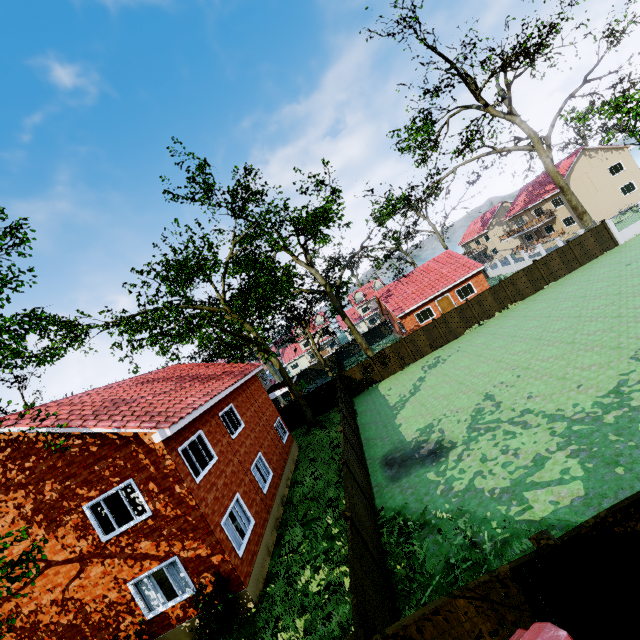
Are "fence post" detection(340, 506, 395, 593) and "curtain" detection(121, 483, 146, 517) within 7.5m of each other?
yes

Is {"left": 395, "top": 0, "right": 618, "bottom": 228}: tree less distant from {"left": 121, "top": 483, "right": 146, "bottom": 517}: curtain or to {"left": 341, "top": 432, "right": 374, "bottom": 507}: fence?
{"left": 341, "top": 432, "right": 374, "bottom": 507}: fence

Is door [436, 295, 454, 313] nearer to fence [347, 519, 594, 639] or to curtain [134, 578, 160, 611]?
fence [347, 519, 594, 639]

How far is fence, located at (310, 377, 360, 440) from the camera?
19.8m

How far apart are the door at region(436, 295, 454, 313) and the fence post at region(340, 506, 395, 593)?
29.4m

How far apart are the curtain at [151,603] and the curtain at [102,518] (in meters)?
1.76

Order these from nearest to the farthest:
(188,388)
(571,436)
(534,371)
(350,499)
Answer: (350,499)
(571,436)
(534,371)
(188,388)

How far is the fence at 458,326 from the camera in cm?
2792
